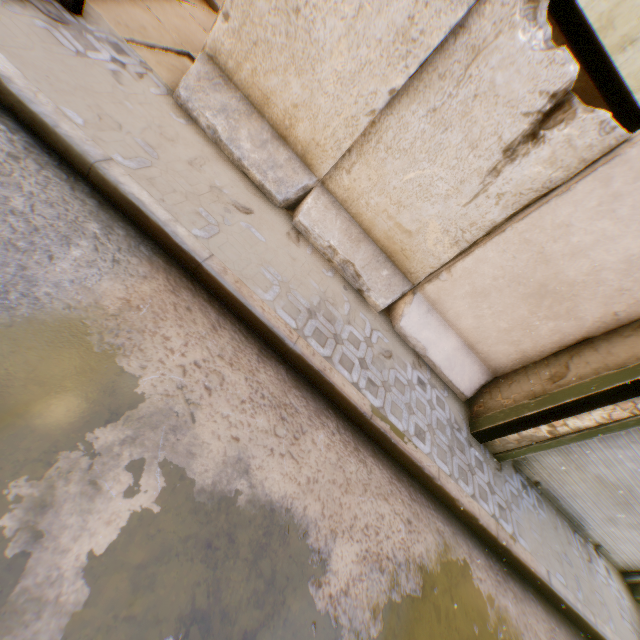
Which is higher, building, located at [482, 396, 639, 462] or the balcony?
the balcony

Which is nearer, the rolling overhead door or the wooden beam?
the wooden beam

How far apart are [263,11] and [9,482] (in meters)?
4.63

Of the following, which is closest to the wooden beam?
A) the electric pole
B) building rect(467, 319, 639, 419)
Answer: building rect(467, 319, 639, 419)

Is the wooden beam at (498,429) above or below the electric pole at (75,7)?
above

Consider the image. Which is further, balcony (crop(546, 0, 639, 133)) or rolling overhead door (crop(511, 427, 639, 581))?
rolling overhead door (crop(511, 427, 639, 581))

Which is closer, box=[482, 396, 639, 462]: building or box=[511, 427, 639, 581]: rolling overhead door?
box=[482, 396, 639, 462]: building

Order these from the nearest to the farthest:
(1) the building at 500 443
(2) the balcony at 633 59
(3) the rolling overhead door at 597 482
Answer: (2) the balcony at 633 59
(1) the building at 500 443
(3) the rolling overhead door at 597 482
